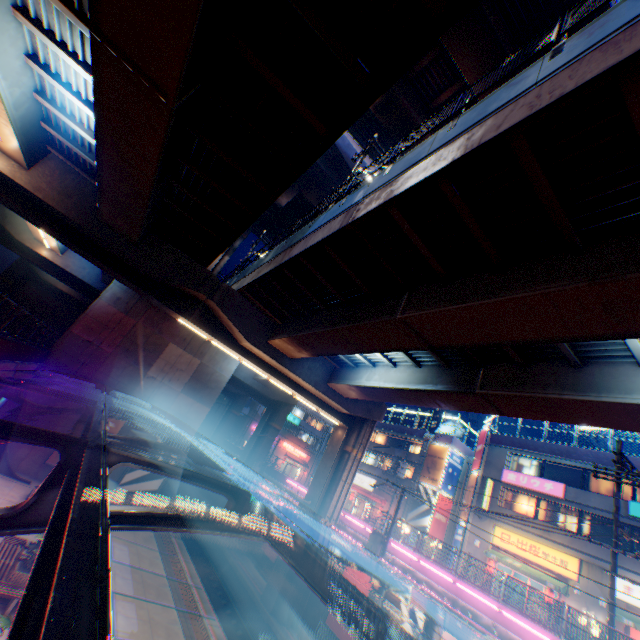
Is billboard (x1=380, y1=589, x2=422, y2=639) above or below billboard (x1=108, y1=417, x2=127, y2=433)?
below

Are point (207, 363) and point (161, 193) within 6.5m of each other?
no

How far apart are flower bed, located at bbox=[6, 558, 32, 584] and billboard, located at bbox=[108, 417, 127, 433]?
11.3 meters

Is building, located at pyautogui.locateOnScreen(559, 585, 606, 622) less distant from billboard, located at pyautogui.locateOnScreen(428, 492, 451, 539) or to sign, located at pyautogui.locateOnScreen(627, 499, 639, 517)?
sign, located at pyautogui.locateOnScreen(627, 499, 639, 517)

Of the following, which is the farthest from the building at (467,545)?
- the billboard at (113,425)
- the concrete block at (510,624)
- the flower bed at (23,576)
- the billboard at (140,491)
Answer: the billboard at (113,425)

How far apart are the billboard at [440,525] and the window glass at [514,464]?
8.3 meters

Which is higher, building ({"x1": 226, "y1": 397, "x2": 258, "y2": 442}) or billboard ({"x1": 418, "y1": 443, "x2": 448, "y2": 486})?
billboard ({"x1": 418, "y1": 443, "x2": 448, "y2": 486})

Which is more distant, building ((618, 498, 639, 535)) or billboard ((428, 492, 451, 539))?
billboard ((428, 492, 451, 539))
